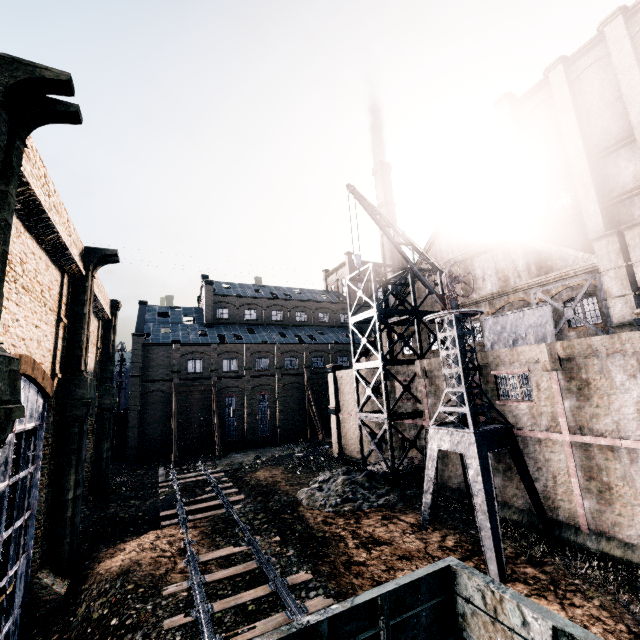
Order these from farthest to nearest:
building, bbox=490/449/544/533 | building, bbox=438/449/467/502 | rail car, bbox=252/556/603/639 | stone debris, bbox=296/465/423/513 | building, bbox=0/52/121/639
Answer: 1. building, bbox=438/449/467/502
2. stone debris, bbox=296/465/423/513
3. building, bbox=490/449/544/533
4. building, bbox=0/52/121/639
5. rail car, bbox=252/556/603/639

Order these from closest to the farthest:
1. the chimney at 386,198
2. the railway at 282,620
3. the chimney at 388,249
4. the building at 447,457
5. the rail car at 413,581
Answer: the rail car at 413,581
the railway at 282,620
the building at 447,457
the chimney at 388,249
the chimney at 386,198

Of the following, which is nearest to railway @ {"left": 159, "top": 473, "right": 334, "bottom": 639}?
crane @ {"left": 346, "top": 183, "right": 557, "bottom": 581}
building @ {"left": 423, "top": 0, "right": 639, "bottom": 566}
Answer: building @ {"left": 423, "top": 0, "right": 639, "bottom": 566}

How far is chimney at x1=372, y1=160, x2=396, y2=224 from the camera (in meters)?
46.91

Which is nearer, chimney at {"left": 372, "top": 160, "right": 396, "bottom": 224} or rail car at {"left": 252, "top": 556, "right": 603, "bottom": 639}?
rail car at {"left": 252, "top": 556, "right": 603, "bottom": 639}

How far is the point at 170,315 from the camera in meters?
49.0 m

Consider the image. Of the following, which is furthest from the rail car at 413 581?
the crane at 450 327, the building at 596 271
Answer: the crane at 450 327

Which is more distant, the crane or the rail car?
the crane
